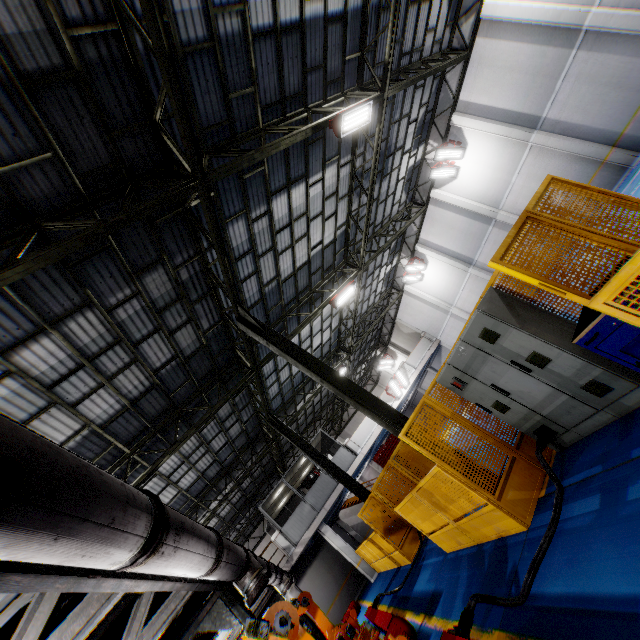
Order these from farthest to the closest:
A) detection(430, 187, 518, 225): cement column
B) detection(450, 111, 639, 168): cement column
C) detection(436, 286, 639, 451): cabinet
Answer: detection(430, 187, 518, 225): cement column < detection(450, 111, 639, 168): cement column < detection(436, 286, 639, 451): cabinet

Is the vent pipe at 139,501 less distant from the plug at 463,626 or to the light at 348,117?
the plug at 463,626

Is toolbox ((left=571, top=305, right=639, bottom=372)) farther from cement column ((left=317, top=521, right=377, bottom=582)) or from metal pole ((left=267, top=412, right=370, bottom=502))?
cement column ((left=317, top=521, right=377, bottom=582))

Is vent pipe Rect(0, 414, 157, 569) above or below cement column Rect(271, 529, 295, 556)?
below

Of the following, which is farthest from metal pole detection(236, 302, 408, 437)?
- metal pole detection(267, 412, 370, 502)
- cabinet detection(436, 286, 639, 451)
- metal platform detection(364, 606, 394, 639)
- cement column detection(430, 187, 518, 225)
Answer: cement column detection(430, 187, 518, 225)

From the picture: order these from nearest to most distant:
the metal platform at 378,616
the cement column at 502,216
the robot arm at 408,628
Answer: the robot arm at 408,628 < the metal platform at 378,616 < the cement column at 502,216

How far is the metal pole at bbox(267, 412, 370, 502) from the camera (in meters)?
13.77

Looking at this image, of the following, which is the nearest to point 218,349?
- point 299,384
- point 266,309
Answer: point 266,309
